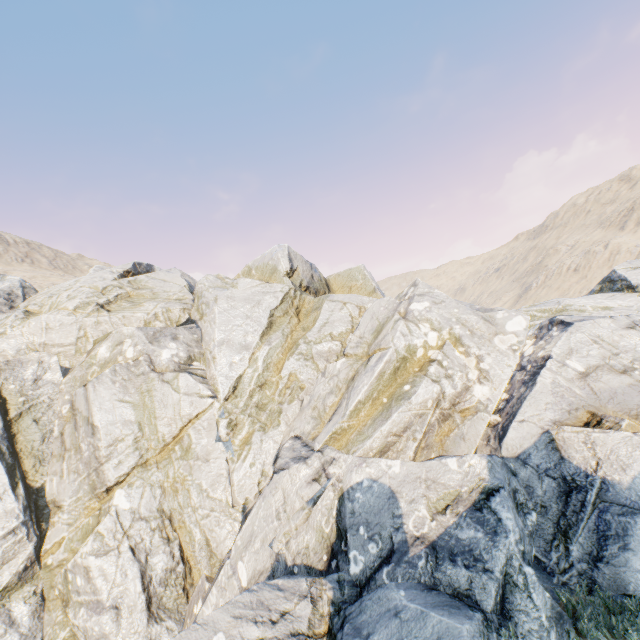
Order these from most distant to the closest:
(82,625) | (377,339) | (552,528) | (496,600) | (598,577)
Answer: (377,339) → (82,625) → (552,528) → (598,577) → (496,600)
